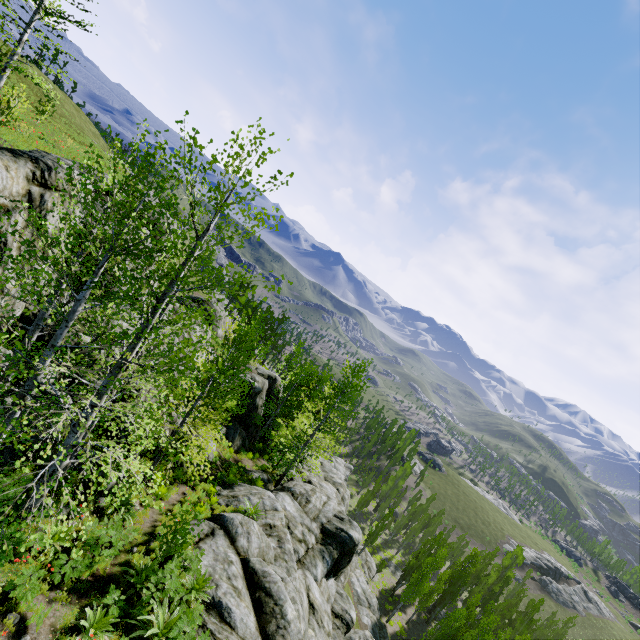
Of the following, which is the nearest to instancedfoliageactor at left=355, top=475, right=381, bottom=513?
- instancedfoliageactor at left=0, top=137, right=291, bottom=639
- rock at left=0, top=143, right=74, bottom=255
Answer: rock at left=0, top=143, right=74, bottom=255

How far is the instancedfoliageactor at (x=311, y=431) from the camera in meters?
22.8

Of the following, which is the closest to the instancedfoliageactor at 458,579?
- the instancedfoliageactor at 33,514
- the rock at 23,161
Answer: the rock at 23,161

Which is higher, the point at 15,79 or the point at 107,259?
the point at 15,79

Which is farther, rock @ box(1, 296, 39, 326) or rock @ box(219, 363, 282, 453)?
rock @ box(219, 363, 282, 453)

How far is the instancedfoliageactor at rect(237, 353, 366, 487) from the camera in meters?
22.8 m

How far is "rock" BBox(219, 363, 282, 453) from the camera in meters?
24.7 m
